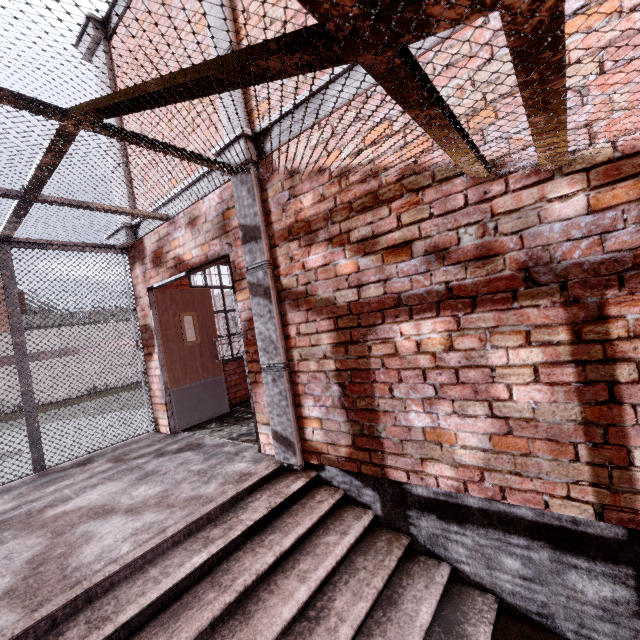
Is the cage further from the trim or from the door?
the door

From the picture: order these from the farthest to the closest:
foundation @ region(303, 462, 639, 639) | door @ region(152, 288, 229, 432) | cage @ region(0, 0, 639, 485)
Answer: door @ region(152, 288, 229, 432) < foundation @ region(303, 462, 639, 639) < cage @ region(0, 0, 639, 485)

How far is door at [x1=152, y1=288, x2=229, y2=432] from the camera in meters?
4.9 m

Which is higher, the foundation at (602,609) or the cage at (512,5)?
the cage at (512,5)

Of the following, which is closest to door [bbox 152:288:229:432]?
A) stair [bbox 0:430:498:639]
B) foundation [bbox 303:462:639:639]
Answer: stair [bbox 0:430:498:639]

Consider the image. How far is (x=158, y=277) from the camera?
4.6 meters

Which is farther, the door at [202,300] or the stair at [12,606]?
the door at [202,300]

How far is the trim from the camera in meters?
3.1
